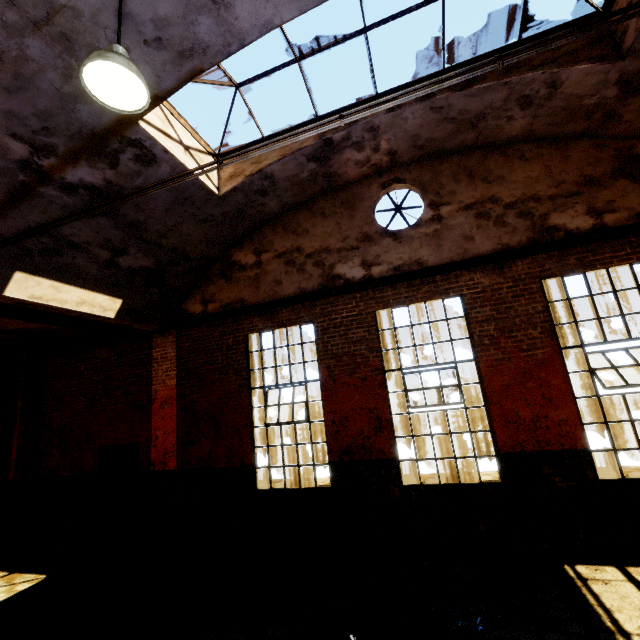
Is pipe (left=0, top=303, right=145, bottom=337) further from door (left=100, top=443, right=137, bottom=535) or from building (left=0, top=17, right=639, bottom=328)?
door (left=100, top=443, right=137, bottom=535)

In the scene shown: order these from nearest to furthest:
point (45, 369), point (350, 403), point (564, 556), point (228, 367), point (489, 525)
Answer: point (564, 556), point (489, 525), point (350, 403), point (228, 367), point (45, 369)

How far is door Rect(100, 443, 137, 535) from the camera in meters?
8.1 m

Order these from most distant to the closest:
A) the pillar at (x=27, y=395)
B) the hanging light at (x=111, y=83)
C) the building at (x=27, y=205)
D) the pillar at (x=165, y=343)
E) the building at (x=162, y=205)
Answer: the pillar at (x=27, y=395) < the pillar at (x=165, y=343) < the building at (x=162, y=205) < the building at (x=27, y=205) < the hanging light at (x=111, y=83)

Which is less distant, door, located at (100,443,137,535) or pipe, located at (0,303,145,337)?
pipe, located at (0,303,145,337)

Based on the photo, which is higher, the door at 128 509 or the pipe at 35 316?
the pipe at 35 316

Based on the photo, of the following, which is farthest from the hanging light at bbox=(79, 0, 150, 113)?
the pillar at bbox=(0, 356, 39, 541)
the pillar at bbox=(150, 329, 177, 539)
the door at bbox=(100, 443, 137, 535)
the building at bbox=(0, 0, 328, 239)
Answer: the pillar at bbox=(0, 356, 39, 541)

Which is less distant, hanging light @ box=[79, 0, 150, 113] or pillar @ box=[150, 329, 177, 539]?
A: hanging light @ box=[79, 0, 150, 113]
